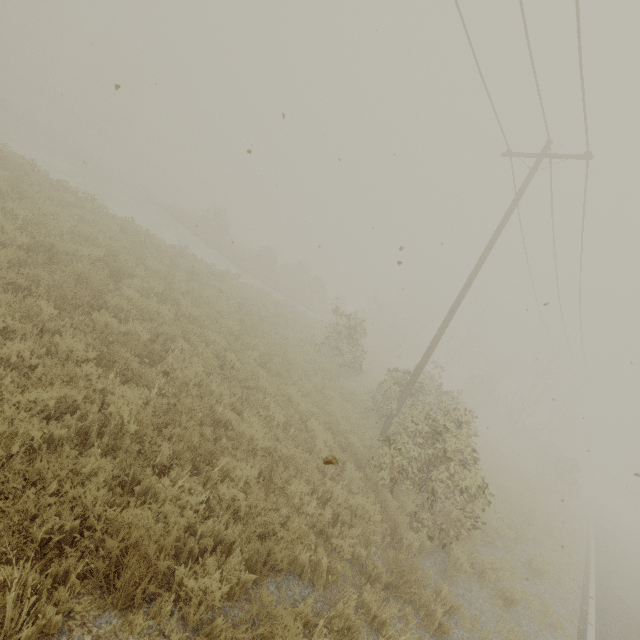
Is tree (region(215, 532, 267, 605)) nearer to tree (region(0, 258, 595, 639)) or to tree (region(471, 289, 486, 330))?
tree (region(0, 258, 595, 639))

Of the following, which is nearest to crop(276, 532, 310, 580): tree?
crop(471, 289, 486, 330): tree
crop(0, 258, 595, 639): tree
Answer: crop(0, 258, 595, 639): tree

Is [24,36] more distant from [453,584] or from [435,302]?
[453,584]

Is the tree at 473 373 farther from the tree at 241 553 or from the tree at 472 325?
the tree at 472 325

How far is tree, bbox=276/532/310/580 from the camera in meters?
4.1 m

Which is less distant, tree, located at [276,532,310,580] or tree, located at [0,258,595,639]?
tree, located at [0,258,595,639]

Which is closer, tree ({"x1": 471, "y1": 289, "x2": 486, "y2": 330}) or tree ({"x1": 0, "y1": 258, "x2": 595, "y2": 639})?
tree ({"x1": 0, "y1": 258, "x2": 595, "y2": 639})

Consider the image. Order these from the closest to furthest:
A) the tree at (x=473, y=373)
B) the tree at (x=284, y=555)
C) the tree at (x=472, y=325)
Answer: the tree at (x=473, y=373) → the tree at (x=284, y=555) → the tree at (x=472, y=325)
